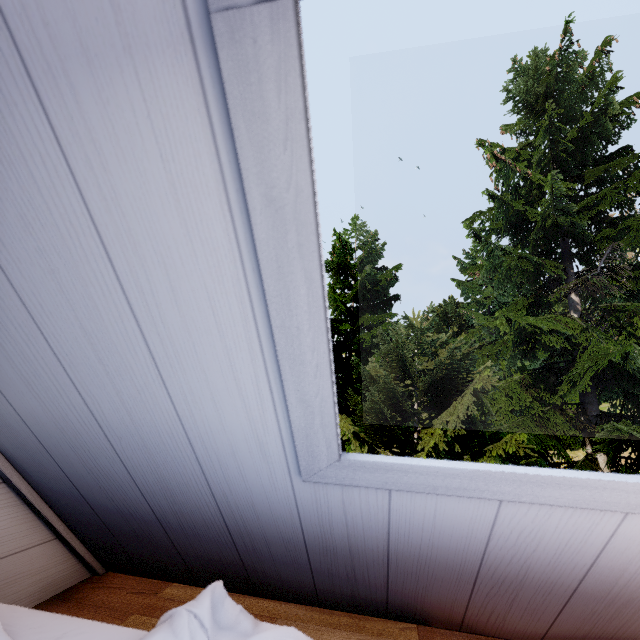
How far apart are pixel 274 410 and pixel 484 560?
0.69m
